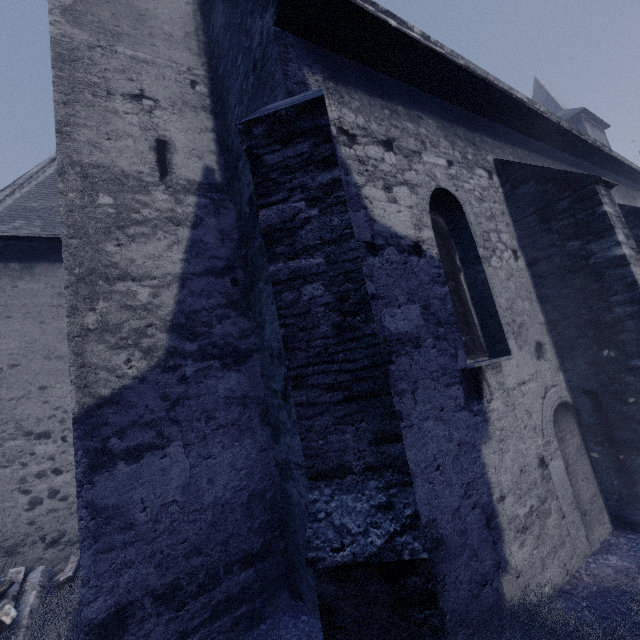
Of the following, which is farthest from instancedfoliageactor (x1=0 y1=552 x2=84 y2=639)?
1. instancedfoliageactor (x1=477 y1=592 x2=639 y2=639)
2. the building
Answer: instancedfoliageactor (x1=477 y1=592 x2=639 y2=639)

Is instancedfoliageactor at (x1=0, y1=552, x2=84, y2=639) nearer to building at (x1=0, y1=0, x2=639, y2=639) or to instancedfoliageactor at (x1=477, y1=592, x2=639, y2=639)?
building at (x1=0, y1=0, x2=639, y2=639)

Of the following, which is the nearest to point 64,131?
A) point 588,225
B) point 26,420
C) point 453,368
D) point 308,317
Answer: point 308,317

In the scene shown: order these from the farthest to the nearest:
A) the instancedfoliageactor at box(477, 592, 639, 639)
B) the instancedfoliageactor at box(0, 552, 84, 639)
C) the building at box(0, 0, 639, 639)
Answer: the instancedfoliageactor at box(0, 552, 84, 639)
the instancedfoliageactor at box(477, 592, 639, 639)
the building at box(0, 0, 639, 639)

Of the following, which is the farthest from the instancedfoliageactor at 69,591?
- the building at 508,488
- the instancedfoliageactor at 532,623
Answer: the instancedfoliageactor at 532,623

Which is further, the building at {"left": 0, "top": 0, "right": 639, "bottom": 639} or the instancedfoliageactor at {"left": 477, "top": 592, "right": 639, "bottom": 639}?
the instancedfoliageactor at {"left": 477, "top": 592, "right": 639, "bottom": 639}

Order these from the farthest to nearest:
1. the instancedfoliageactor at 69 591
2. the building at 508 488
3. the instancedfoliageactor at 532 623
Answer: the instancedfoliageactor at 69 591
the instancedfoliageactor at 532 623
the building at 508 488

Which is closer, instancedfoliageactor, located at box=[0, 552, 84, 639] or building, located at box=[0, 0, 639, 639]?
building, located at box=[0, 0, 639, 639]
